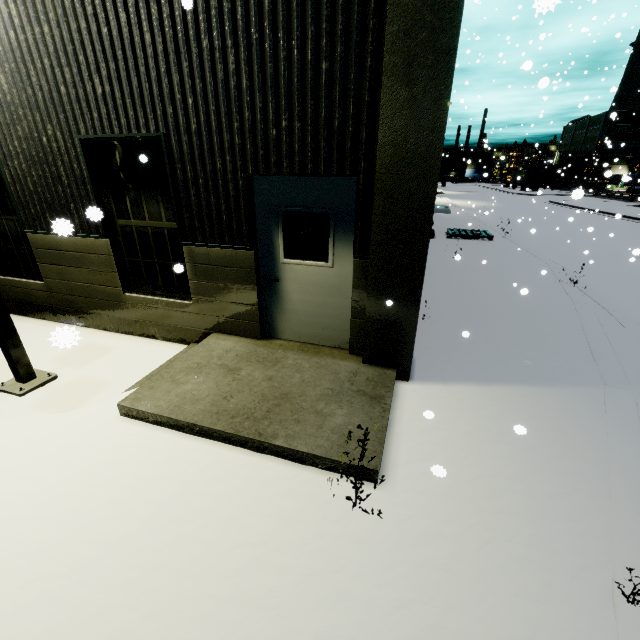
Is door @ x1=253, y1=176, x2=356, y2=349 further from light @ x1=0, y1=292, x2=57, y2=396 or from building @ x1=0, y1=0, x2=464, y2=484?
light @ x1=0, y1=292, x2=57, y2=396

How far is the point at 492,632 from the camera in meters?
2.1 m

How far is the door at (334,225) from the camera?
4.3 meters

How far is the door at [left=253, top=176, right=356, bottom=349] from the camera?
4.3 meters

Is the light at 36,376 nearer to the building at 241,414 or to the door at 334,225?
the building at 241,414

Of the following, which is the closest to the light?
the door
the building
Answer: the building
